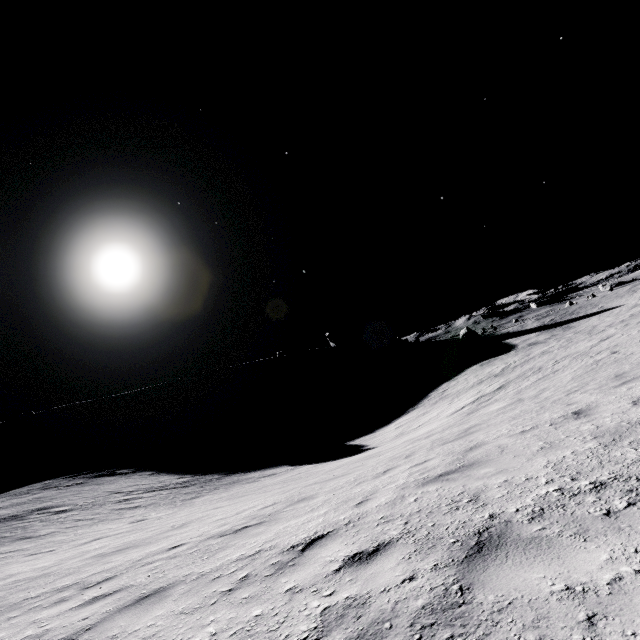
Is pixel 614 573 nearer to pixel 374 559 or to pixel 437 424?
pixel 374 559

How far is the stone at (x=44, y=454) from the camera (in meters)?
57.53

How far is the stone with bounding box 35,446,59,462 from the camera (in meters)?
57.53
